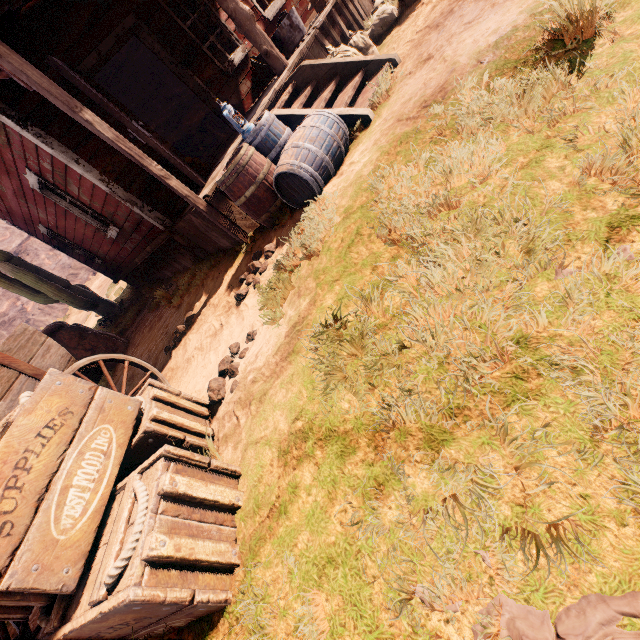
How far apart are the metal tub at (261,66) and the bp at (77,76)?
2.60m

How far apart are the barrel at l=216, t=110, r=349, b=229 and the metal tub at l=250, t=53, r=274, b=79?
3.5 meters

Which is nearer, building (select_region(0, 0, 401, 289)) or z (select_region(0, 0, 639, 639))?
z (select_region(0, 0, 639, 639))

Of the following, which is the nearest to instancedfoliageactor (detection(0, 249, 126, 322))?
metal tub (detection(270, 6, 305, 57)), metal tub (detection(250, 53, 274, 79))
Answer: metal tub (detection(250, 53, 274, 79))

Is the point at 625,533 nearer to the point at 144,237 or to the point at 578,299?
the point at 578,299

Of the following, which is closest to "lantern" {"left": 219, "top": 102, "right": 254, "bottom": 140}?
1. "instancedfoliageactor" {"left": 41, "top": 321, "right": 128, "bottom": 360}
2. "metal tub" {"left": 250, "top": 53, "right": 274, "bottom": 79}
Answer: "metal tub" {"left": 250, "top": 53, "right": 274, "bottom": 79}

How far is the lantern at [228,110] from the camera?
4.0m

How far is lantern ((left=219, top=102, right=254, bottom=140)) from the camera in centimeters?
398cm
